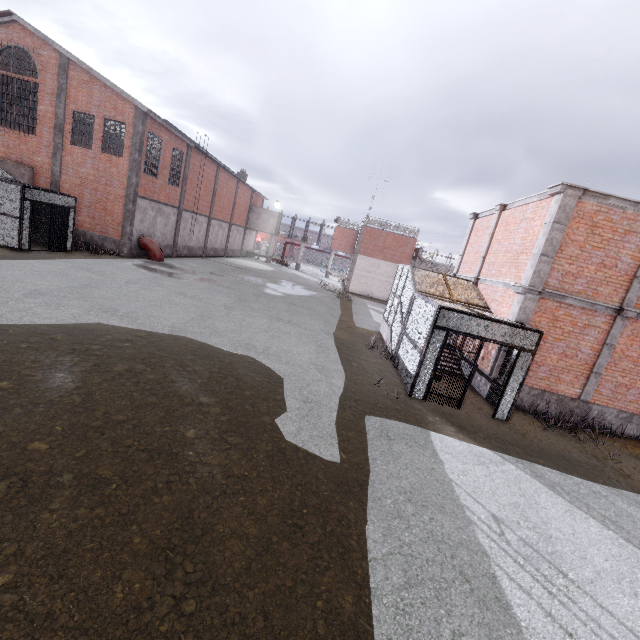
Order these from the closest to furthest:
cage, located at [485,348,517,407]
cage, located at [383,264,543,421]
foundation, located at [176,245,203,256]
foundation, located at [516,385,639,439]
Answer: cage, located at [383,264,543,421] < cage, located at [485,348,517,407] < foundation, located at [516,385,639,439] < foundation, located at [176,245,203,256]

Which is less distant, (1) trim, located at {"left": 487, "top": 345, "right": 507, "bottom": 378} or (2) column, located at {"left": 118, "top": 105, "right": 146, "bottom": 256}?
(1) trim, located at {"left": 487, "top": 345, "right": 507, "bottom": 378}

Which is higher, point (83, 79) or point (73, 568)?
point (83, 79)

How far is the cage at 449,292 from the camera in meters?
9.1 m

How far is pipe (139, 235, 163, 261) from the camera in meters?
22.1 m

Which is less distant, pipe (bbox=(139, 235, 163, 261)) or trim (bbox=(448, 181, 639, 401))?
trim (bbox=(448, 181, 639, 401))

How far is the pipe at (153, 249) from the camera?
22.06m

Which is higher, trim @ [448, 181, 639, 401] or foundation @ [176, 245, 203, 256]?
trim @ [448, 181, 639, 401]
